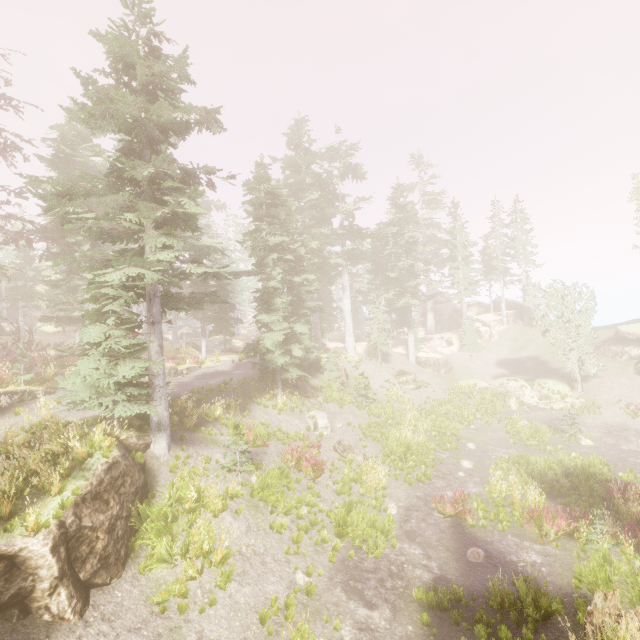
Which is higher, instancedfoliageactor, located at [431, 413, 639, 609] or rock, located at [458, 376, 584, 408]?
rock, located at [458, 376, 584, 408]

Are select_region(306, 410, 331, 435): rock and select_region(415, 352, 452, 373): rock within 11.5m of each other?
no

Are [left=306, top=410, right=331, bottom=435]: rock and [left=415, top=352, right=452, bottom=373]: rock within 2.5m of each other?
no

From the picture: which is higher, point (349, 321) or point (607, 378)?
point (349, 321)

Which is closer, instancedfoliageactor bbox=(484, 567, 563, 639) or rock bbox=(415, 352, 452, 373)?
instancedfoliageactor bbox=(484, 567, 563, 639)

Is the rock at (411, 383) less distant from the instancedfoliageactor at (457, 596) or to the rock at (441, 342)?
the instancedfoliageactor at (457, 596)

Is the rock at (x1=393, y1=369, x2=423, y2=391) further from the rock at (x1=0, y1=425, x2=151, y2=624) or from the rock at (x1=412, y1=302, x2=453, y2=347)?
the rock at (x1=0, y1=425, x2=151, y2=624)

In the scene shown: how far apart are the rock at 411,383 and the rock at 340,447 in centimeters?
1332cm
